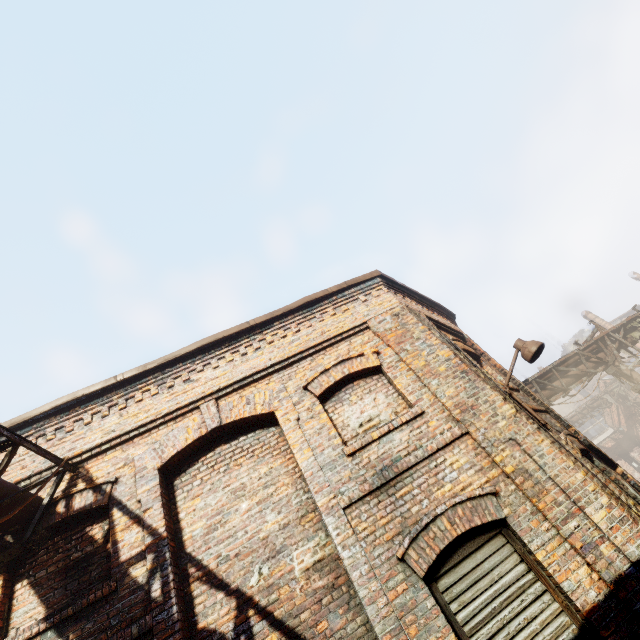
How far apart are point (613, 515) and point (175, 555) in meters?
5.5 m

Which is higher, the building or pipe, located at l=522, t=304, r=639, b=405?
the building

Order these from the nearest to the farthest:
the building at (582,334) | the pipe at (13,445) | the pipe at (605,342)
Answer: the pipe at (13,445)
the pipe at (605,342)
the building at (582,334)

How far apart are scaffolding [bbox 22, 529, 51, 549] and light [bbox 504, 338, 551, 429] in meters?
7.2

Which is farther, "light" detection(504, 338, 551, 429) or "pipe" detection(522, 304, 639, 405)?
"pipe" detection(522, 304, 639, 405)

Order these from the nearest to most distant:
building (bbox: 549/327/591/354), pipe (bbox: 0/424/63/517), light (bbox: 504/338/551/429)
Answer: pipe (bbox: 0/424/63/517) → light (bbox: 504/338/551/429) → building (bbox: 549/327/591/354)

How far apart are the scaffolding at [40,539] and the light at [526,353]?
7.2m

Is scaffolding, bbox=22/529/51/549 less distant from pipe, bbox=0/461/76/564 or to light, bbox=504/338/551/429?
pipe, bbox=0/461/76/564
